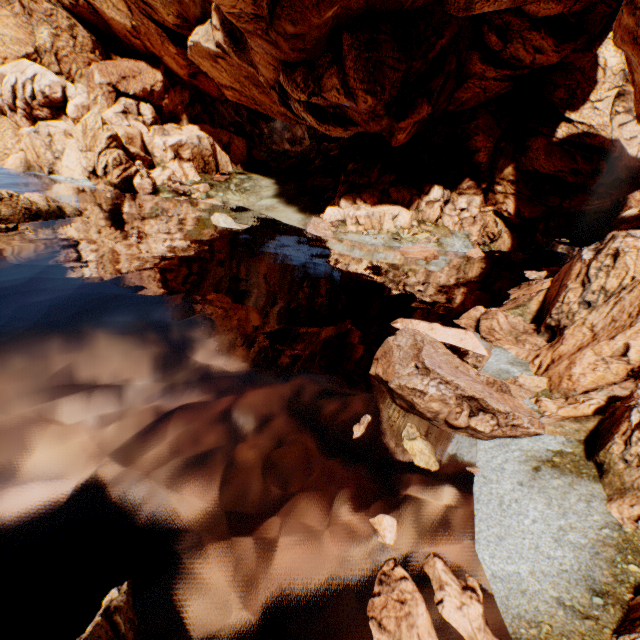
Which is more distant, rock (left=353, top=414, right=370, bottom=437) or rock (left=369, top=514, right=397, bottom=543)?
rock (left=353, top=414, right=370, bottom=437)

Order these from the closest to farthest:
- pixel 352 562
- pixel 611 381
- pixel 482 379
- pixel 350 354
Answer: pixel 352 562
pixel 611 381
pixel 482 379
pixel 350 354

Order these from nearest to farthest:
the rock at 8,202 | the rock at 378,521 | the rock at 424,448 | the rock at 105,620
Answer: the rock at 105,620 → the rock at 378,521 → the rock at 424,448 → the rock at 8,202

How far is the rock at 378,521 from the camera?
7.2m

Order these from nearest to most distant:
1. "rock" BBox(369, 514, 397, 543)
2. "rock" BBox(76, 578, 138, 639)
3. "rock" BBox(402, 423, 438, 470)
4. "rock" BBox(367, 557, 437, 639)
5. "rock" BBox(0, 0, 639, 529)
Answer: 1. "rock" BBox(76, 578, 138, 639)
2. "rock" BBox(367, 557, 437, 639)
3. "rock" BBox(369, 514, 397, 543)
4. "rock" BBox(402, 423, 438, 470)
5. "rock" BBox(0, 0, 639, 529)

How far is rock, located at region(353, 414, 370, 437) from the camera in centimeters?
989cm
